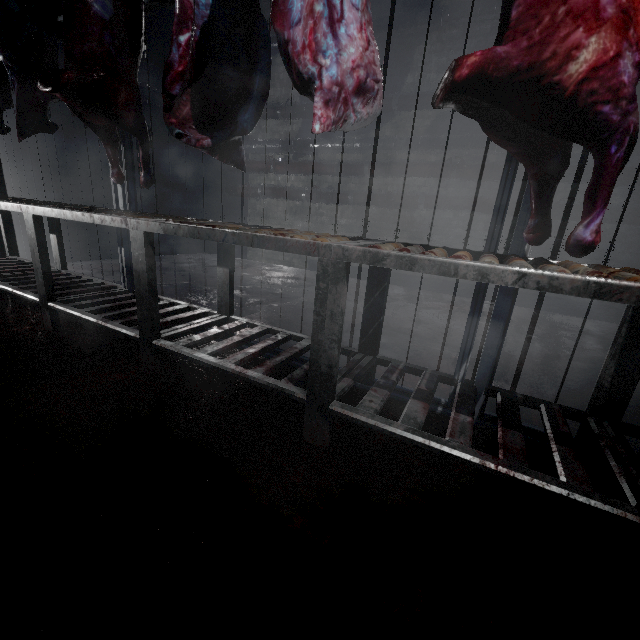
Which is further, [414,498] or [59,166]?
[59,166]

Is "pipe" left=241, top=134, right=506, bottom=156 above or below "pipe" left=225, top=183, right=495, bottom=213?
above

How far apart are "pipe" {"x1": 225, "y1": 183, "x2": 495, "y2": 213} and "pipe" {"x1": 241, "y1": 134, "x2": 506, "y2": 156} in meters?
0.1 m

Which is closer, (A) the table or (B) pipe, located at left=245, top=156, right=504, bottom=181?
(A) the table

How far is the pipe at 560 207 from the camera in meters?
3.5 m

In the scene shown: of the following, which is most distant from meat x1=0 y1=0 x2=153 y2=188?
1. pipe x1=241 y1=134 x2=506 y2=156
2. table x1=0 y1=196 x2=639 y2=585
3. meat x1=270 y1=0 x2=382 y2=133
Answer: pipe x1=241 y1=134 x2=506 y2=156

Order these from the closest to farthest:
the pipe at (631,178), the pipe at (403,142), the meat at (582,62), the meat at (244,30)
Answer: the meat at (582,62) < the meat at (244,30) < the pipe at (631,178) < the pipe at (403,142)

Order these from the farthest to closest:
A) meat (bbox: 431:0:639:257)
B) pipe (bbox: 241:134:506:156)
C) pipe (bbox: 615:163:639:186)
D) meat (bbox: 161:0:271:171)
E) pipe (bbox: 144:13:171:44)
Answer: pipe (bbox: 144:13:171:44)
pipe (bbox: 241:134:506:156)
pipe (bbox: 615:163:639:186)
meat (bbox: 161:0:271:171)
meat (bbox: 431:0:639:257)
